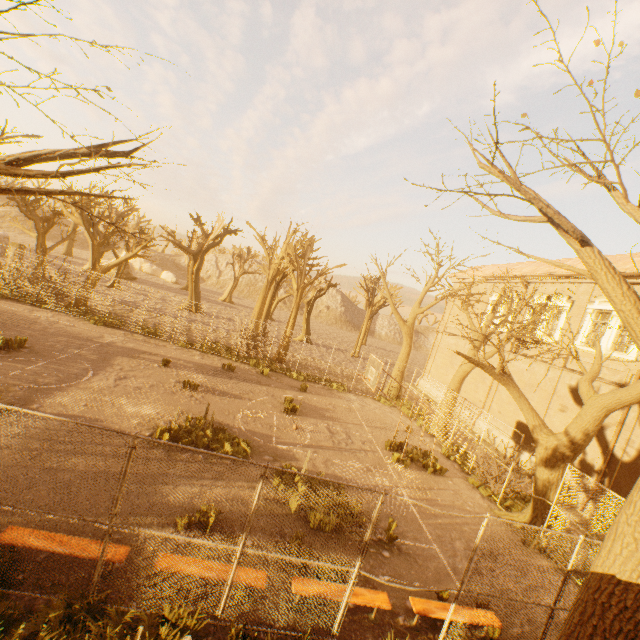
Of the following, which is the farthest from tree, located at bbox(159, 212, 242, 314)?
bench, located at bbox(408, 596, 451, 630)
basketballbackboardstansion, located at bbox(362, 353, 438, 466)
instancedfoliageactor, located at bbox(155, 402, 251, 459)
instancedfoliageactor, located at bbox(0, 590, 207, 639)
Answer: instancedfoliageactor, located at bbox(155, 402, 251, 459)

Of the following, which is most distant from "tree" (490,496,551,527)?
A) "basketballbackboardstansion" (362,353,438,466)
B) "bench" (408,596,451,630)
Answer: "basketballbackboardstansion" (362,353,438,466)

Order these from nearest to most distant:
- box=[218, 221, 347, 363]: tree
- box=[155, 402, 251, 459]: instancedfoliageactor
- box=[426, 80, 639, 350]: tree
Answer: box=[426, 80, 639, 350]: tree → box=[155, 402, 251, 459]: instancedfoliageactor → box=[218, 221, 347, 363]: tree

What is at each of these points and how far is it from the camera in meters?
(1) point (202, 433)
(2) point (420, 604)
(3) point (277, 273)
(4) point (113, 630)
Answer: (1) instancedfoliageactor, 10.6
(2) bench, 6.5
(3) tree, 25.8
(4) instancedfoliageactor, 4.7

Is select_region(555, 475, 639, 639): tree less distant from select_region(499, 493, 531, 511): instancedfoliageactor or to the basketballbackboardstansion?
select_region(499, 493, 531, 511): instancedfoliageactor

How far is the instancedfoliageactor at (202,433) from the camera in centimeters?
997cm

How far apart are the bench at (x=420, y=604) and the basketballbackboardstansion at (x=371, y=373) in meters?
6.9 m

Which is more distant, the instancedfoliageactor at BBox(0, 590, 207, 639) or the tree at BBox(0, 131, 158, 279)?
the instancedfoliageactor at BBox(0, 590, 207, 639)
